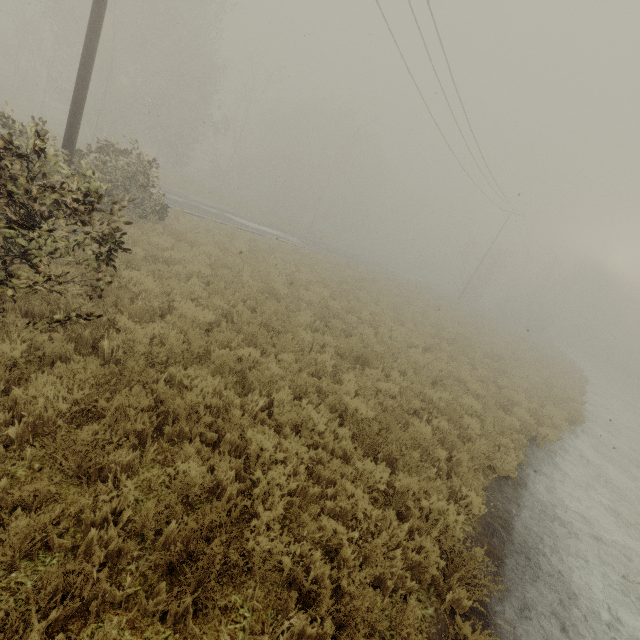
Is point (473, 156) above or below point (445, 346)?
above

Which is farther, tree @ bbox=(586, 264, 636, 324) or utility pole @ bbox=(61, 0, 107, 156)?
tree @ bbox=(586, 264, 636, 324)

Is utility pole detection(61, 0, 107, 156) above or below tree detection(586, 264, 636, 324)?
below

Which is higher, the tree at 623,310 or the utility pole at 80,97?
the tree at 623,310

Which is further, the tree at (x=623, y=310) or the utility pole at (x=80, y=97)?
the tree at (x=623, y=310)
